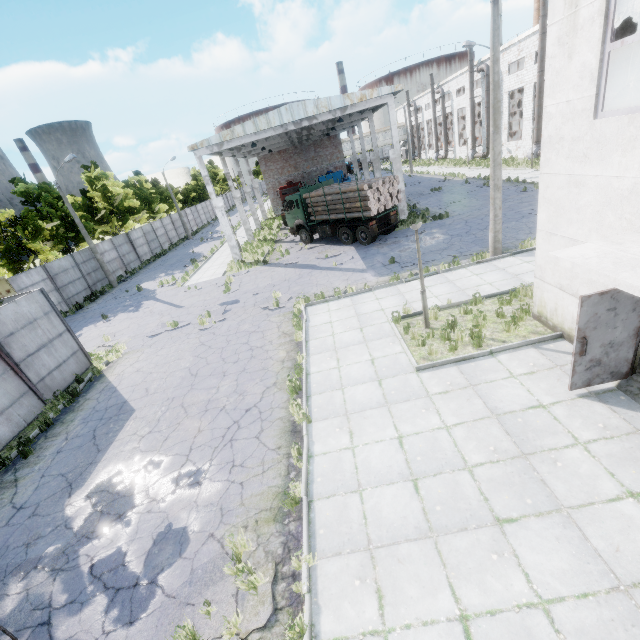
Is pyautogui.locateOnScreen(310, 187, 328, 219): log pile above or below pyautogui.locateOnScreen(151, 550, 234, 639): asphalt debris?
above

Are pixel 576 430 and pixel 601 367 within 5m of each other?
yes

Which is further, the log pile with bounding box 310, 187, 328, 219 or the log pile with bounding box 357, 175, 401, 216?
the log pile with bounding box 310, 187, 328, 219

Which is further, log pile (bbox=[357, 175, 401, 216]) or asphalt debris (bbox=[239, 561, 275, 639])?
log pile (bbox=[357, 175, 401, 216])

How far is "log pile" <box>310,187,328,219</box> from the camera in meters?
20.9

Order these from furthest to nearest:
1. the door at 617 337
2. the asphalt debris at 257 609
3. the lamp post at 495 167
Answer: the lamp post at 495 167 < the door at 617 337 < the asphalt debris at 257 609

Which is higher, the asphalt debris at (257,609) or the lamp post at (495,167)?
the lamp post at (495,167)
